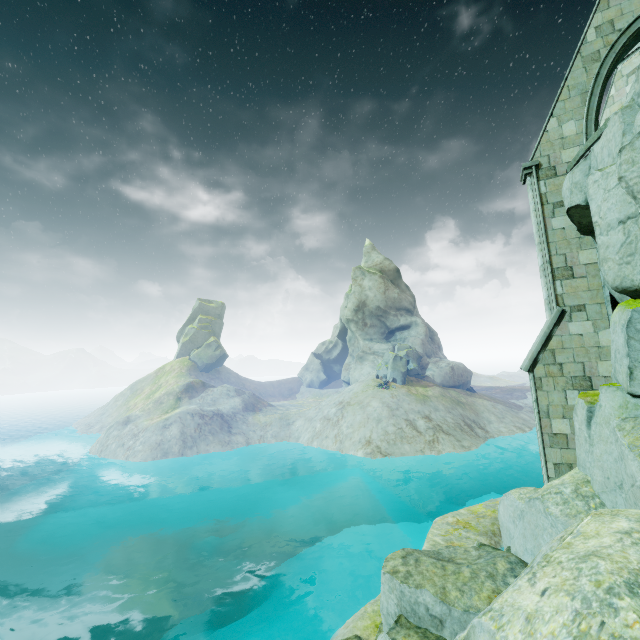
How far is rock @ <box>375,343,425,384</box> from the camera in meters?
42.8 m

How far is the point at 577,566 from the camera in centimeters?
208cm

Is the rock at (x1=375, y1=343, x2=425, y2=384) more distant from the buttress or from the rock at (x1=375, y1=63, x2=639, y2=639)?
the buttress

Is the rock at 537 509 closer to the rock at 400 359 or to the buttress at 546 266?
the buttress at 546 266

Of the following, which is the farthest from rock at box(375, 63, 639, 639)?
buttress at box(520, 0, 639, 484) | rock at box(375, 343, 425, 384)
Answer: rock at box(375, 343, 425, 384)
